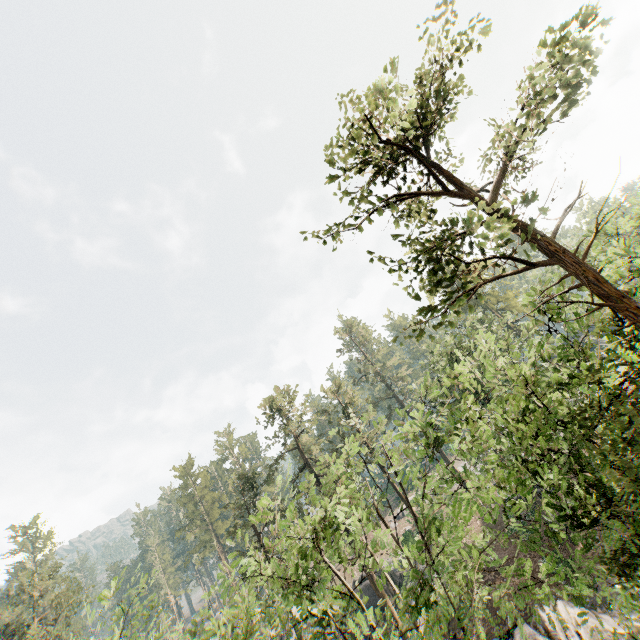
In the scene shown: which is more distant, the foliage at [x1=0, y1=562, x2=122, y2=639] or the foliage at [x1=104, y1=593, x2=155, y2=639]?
the foliage at [x1=0, y1=562, x2=122, y2=639]

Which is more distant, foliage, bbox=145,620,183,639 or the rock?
the rock

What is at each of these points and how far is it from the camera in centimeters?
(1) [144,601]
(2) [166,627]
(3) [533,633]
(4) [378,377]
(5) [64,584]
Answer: (1) foliage, 1574cm
(2) foliage, 1483cm
(3) rock, 1667cm
(4) foliage, 4822cm
(5) foliage, 3403cm

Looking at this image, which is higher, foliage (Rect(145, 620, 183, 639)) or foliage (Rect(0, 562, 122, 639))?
foliage (Rect(0, 562, 122, 639))

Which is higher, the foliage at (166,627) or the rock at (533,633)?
the foliage at (166,627)

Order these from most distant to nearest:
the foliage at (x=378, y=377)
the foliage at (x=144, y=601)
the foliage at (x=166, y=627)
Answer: the foliage at (x=144, y=601) → the foliage at (x=166, y=627) → the foliage at (x=378, y=377)

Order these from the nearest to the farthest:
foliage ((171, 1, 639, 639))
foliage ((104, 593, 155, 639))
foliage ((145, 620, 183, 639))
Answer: foliage ((171, 1, 639, 639)), foliage ((145, 620, 183, 639)), foliage ((104, 593, 155, 639))
